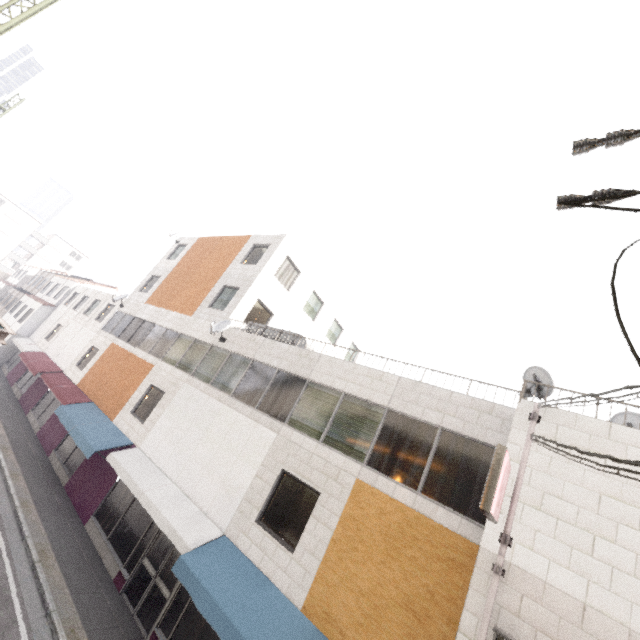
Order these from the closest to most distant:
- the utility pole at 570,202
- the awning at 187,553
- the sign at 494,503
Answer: the utility pole at 570,202 < the sign at 494,503 < the awning at 187,553

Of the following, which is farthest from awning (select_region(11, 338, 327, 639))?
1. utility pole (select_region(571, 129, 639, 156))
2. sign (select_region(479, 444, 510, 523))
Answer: utility pole (select_region(571, 129, 639, 156))

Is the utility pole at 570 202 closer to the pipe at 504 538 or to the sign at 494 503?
the sign at 494 503

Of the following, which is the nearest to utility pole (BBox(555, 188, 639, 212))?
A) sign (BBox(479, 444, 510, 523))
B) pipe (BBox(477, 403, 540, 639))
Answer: sign (BBox(479, 444, 510, 523))

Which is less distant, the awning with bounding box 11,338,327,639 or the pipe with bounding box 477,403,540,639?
the pipe with bounding box 477,403,540,639

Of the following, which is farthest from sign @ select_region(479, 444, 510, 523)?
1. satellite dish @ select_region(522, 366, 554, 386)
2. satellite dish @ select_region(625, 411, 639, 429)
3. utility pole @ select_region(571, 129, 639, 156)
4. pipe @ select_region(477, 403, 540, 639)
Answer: utility pole @ select_region(571, 129, 639, 156)

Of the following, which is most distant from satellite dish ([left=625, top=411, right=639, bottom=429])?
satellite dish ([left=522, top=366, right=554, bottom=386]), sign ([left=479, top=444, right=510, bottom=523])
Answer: sign ([left=479, top=444, right=510, bottom=523])

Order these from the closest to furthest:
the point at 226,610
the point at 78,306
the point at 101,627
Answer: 1. the point at 226,610
2. the point at 101,627
3. the point at 78,306
